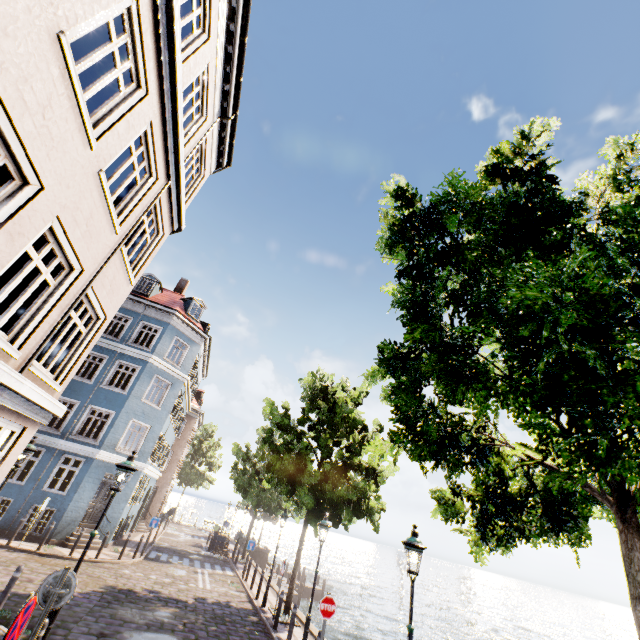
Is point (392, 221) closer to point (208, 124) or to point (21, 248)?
point (21, 248)

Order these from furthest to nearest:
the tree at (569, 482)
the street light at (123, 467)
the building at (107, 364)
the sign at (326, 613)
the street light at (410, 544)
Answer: the sign at (326, 613) → the street light at (123, 467) → the street light at (410, 544) → the building at (107, 364) → the tree at (569, 482)

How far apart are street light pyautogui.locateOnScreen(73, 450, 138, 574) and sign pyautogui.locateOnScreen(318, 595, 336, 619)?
6.0m

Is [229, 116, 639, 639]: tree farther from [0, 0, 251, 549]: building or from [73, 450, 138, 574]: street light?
[73, 450, 138, 574]: street light

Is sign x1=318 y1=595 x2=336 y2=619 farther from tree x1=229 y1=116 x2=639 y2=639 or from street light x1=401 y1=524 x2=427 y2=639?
tree x1=229 y1=116 x2=639 y2=639

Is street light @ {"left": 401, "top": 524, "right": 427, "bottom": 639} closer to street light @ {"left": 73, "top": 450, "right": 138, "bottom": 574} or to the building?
street light @ {"left": 73, "top": 450, "right": 138, "bottom": 574}

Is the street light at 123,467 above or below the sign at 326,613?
above

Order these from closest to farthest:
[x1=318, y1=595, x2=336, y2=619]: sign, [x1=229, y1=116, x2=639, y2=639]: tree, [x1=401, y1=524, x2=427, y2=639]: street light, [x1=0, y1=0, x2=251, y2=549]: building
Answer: [x1=229, y1=116, x2=639, y2=639]: tree → [x1=0, y1=0, x2=251, y2=549]: building → [x1=401, y1=524, x2=427, y2=639]: street light → [x1=318, y1=595, x2=336, y2=619]: sign
